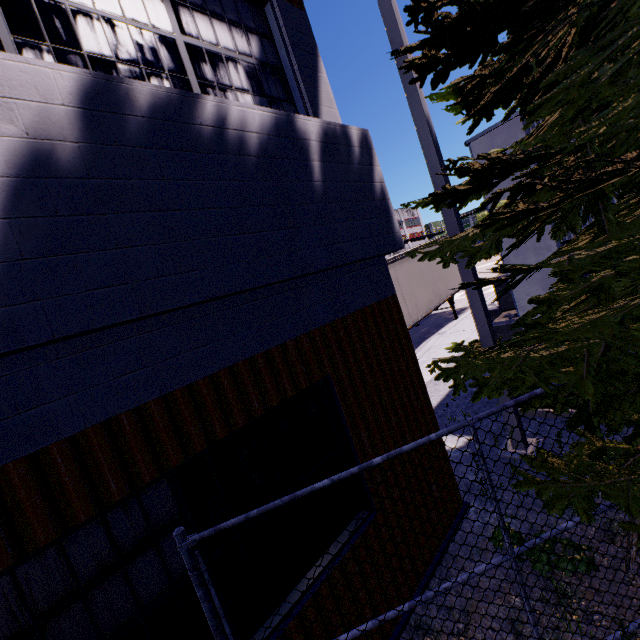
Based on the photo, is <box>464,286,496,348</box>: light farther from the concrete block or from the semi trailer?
the semi trailer

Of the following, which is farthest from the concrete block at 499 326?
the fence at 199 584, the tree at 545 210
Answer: the fence at 199 584

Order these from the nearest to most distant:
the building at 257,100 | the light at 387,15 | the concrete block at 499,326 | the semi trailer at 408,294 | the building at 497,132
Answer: the building at 257,100 < the light at 387,15 < the building at 497,132 < the concrete block at 499,326 < the semi trailer at 408,294

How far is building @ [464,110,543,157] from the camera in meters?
5.8

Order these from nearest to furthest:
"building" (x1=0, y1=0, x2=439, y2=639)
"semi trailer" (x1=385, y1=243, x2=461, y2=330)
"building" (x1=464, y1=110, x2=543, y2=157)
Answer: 1. "building" (x1=0, y1=0, x2=439, y2=639)
2. "building" (x1=464, y1=110, x2=543, y2=157)
3. "semi trailer" (x1=385, y1=243, x2=461, y2=330)

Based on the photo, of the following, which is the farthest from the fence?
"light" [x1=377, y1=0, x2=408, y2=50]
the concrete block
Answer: the concrete block

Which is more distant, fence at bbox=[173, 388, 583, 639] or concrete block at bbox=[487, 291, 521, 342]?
concrete block at bbox=[487, 291, 521, 342]

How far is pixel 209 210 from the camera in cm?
229
